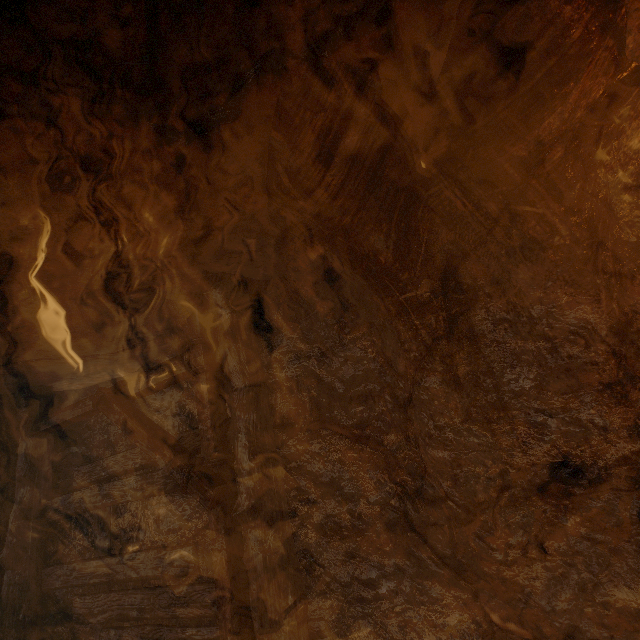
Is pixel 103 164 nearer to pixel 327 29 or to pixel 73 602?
pixel 327 29
